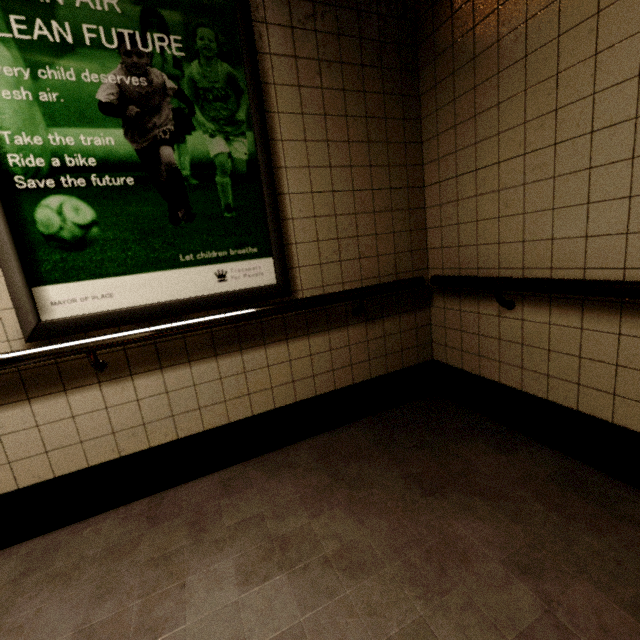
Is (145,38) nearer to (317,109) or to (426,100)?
(317,109)
